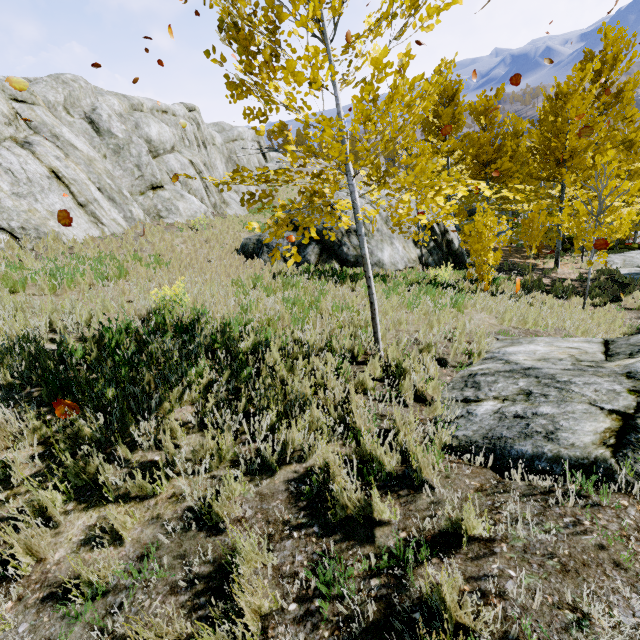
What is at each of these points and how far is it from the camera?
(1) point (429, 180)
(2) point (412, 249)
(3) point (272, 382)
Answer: (1) instancedfoliageactor, 22.8m
(2) rock, 12.9m
(3) instancedfoliageactor, 4.0m

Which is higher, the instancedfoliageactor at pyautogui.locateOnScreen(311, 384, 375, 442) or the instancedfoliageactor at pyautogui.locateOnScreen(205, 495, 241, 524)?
the instancedfoliageactor at pyautogui.locateOnScreen(205, 495, 241, 524)

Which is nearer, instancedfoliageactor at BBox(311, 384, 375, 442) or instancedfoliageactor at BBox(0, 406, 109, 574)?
instancedfoliageactor at BBox(0, 406, 109, 574)

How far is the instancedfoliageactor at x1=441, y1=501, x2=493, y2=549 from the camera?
2.11m

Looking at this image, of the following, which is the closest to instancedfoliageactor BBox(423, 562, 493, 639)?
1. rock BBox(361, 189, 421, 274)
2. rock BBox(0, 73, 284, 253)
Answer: rock BBox(0, 73, 284, 253)

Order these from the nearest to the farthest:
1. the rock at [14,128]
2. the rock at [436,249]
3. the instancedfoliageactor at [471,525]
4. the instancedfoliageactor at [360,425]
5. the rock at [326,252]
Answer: the instancedfoliageactor at [471,525], the instancedfoliageactor at [360,425], the rock at [14,128], the rock at [326,252], the rock at [436,249]

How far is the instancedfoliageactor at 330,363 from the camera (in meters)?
4.21
